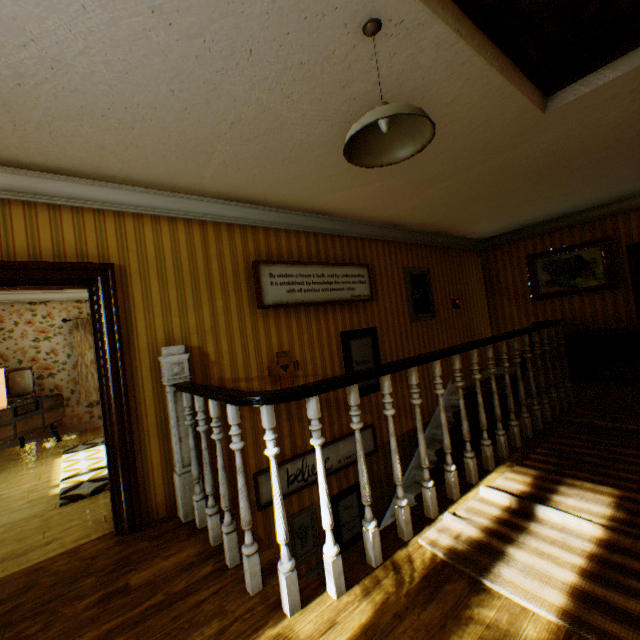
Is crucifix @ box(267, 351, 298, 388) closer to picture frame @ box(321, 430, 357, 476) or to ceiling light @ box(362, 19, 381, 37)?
picture frame @ box(321, 430, 357, 476)

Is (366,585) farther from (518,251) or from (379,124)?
(518,251)

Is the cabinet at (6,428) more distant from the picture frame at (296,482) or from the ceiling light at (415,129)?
the ceiling light at (415,129)

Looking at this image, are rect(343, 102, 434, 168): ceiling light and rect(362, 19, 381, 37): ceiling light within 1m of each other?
yes

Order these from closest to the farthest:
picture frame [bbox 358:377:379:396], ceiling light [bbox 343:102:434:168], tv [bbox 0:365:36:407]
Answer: ceiling light [bbox 343:102:434:168], picture frame [bbox 358:377:379:396], tv [bbox 0:365:36:407]

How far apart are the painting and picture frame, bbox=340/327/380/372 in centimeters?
405cm

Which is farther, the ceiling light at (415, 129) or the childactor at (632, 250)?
the childactor at (632, 250)

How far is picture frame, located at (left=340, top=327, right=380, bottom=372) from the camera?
4.7 meters
